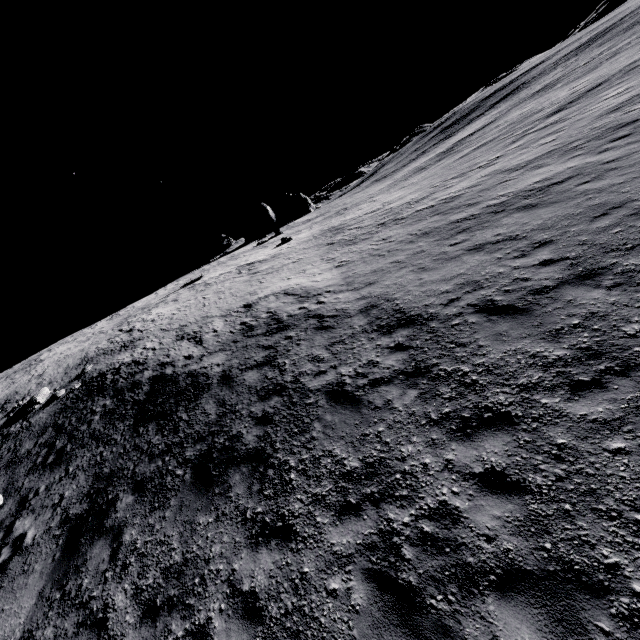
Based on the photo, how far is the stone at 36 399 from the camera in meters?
18.0 m

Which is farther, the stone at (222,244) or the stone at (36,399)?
the stone at (222,244)

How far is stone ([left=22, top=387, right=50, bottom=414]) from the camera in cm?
1805

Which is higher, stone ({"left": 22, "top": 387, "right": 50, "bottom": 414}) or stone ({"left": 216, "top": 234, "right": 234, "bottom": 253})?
stone ({"left": 216, "top": 234, "right": 234, "bottom": 253})

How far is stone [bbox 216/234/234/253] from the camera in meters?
43.2 m

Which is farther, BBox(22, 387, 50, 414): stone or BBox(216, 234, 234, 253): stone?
BBox(216, 234, 234, 253): stone

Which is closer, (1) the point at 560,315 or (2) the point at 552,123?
(1) the point at 560,315
